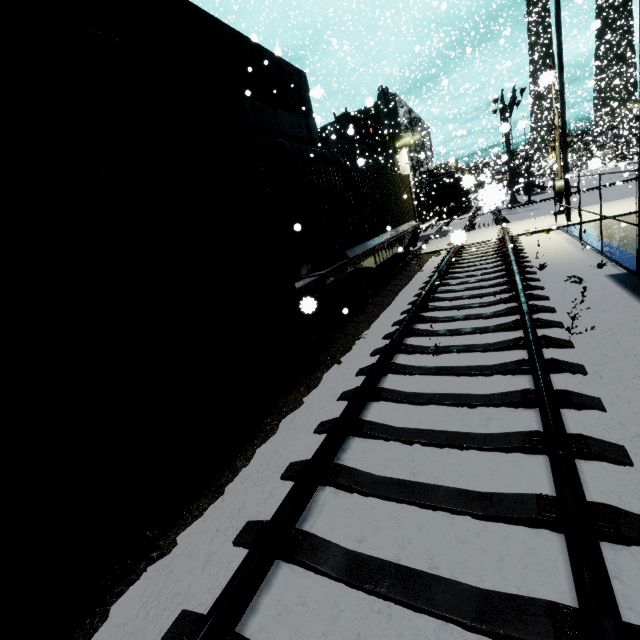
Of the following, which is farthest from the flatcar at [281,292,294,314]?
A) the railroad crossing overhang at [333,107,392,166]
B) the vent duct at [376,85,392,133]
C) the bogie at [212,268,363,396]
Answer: the vent duct at [376,85,392,133]

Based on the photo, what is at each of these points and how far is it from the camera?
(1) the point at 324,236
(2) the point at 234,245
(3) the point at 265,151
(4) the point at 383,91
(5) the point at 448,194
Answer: (1) cargo container, 8.3 meters
(2) cargo car, 4.8 meters
(3) pipe, 11.9 meters
(4) vent duct, 35.7 meters
(5) cargo car, 37.2 meters

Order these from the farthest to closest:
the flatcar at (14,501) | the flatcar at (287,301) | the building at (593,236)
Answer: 1. the building at (593,236)
2. the flatcar at (287,301)
3. the flatcar at (14,501)

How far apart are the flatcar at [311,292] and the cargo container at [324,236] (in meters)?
0.00

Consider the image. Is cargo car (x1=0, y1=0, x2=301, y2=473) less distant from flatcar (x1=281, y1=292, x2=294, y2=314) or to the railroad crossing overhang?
flatcar (x1=281, y1=292, x2=294, y2=314)

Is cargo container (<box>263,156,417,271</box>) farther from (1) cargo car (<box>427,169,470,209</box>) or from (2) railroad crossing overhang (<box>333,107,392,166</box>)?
(2) railroad crossing overhang (<box>333,107,392,166</box>)

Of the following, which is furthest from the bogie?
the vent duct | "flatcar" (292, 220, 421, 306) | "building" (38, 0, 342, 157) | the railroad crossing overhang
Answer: the vent duct

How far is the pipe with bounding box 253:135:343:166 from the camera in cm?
1182
